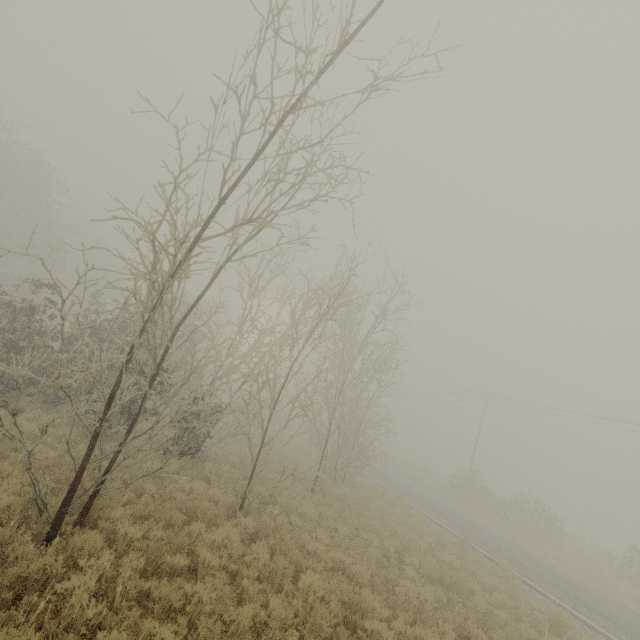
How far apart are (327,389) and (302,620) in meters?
10.3 m
